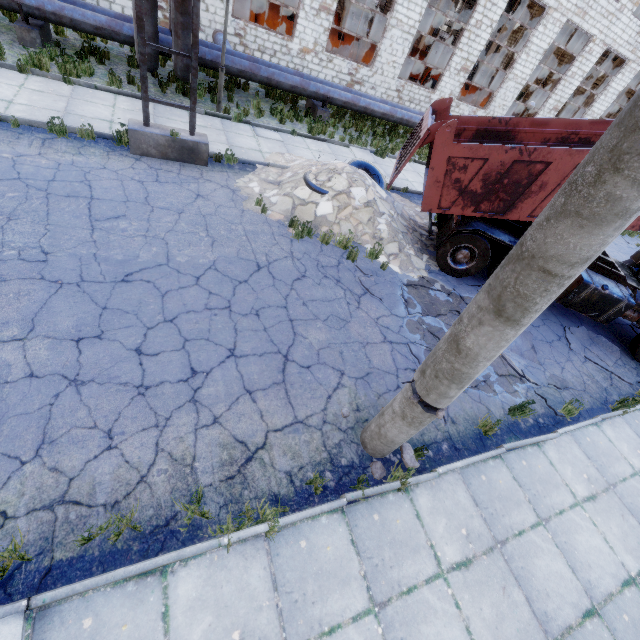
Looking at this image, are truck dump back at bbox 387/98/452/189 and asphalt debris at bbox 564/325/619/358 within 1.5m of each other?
no

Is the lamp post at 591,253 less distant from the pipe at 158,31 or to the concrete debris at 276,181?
the pipe at 158,31

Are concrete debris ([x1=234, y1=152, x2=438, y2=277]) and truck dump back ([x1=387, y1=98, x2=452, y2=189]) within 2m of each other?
yes

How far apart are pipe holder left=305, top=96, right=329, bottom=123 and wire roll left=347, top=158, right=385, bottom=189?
5.2 meters

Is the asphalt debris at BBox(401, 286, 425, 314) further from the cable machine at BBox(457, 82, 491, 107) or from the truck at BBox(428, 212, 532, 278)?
the cable machine at BBox(457, 82, 491, 107)

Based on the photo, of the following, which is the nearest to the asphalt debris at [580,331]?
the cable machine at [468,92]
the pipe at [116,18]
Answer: the pipe at [116,18]

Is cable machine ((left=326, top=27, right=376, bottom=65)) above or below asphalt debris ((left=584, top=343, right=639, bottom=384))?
above

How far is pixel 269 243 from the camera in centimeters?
710cm
